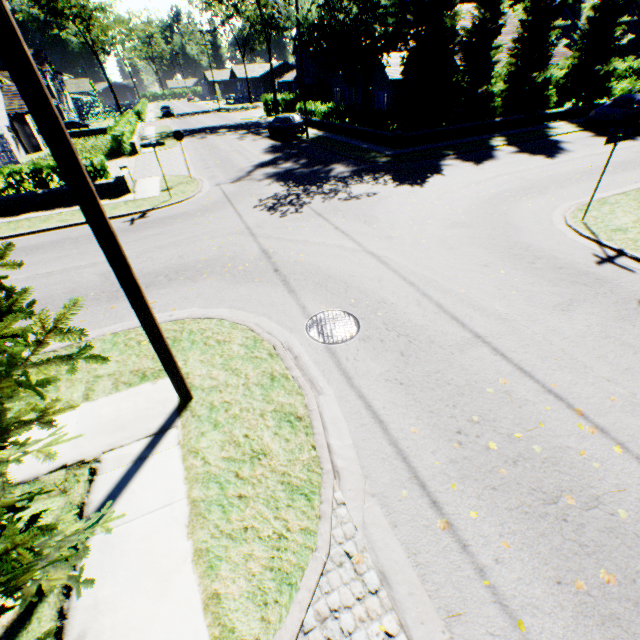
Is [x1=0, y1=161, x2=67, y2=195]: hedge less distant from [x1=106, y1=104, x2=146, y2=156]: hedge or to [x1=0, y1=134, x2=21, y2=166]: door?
[x1=0, y1=134, x2=21, y2=166]: door

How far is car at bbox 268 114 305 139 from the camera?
25.9m

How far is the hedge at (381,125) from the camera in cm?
2044

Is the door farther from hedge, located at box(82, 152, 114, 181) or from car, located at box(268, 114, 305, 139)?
car, located at box(268, 114, 305, 139)

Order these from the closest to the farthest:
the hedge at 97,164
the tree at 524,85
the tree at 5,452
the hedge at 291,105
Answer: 1. the tree at 5,452
2. the hedge at 97,164
3. the tree at 524,85
4. the hedge at 291,105

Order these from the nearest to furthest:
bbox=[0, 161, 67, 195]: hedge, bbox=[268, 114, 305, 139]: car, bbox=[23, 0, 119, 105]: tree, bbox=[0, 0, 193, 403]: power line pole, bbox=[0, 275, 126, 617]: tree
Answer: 1. bbox=[0, 275, 126, 617]: tree
2. bbox=[0, 0, 193, 403]: power line pole
3. bbox=[0, 161, 67, 195]: hedge
4. bbox=[268, 114, 305, 139]: car
5. bbox=[23, 0, 119, 105]: tree

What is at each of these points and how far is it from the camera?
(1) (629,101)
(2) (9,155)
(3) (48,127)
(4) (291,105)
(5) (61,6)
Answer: (1) car, 20.59m
(2) door, 25.36m
(3) power line pole, 2.88m
(4) hedge, 44.28m
(5) tree, 50.34m

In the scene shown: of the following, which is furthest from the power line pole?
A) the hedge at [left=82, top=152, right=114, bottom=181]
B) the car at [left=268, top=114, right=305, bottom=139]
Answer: the car at [left=268, top=114, right=305, bottom=139]
